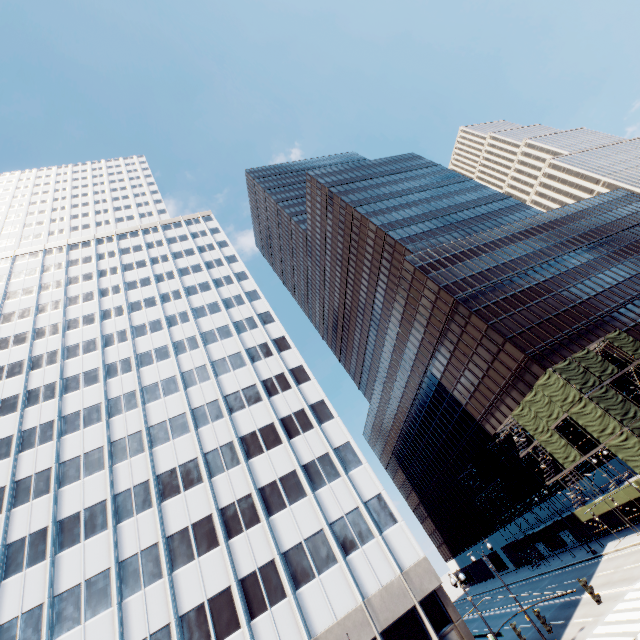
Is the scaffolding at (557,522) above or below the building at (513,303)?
below

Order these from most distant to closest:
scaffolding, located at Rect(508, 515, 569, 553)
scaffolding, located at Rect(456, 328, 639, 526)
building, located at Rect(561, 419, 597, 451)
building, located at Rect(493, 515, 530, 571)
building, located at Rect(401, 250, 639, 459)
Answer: building, located at Rect(493, 515, 530, 571), building, located at Rect(401, 250, 639, 459), scaffolding, located at Rect(508, 515, 569, 553), building, located at Rect(561, 419, 597, 451), scaffolding, located at Rect(456, 328, 639, 526)

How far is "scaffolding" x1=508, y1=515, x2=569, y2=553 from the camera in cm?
4181

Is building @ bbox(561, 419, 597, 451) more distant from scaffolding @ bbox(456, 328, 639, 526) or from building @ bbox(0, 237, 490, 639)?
building @ bbox(0, 237, 490, 639)

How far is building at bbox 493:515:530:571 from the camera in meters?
55.0 m

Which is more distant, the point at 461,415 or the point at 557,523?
the point at 461,415

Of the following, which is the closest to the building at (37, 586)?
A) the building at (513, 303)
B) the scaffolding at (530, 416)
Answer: the scaffolding at (530, 416)

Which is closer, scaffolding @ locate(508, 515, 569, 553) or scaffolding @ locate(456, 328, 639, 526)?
scaffolding @ locate(456, 328, 639, 526)
